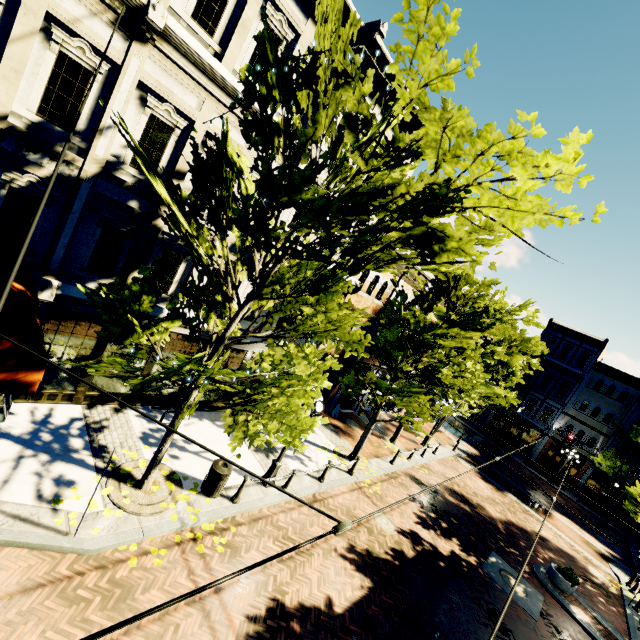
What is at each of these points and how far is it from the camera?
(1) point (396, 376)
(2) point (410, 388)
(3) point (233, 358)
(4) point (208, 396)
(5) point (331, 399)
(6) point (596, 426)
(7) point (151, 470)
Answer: (1) tree, 14.25m
(2) tree, 13.15m
(3) building, 12.55m
(4) building, 12.62m
(5) building, 18.88m
(6) building, 31.22m
(7) tree, 8.08m

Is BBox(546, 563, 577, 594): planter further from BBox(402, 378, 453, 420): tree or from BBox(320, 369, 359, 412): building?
BBox(320, 369, 359, 412): building

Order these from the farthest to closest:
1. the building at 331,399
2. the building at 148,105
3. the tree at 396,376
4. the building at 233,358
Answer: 1. the building at 331,399
2. the tree at 396,376
3. the building at 233,358
4. the building at 148,105

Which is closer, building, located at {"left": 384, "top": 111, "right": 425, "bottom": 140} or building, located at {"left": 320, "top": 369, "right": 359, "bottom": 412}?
building, located at {"left": 384, "top": 111, "right": 425, "bottom": 140}

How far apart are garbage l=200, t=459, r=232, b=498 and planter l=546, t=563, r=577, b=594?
14.6 meters

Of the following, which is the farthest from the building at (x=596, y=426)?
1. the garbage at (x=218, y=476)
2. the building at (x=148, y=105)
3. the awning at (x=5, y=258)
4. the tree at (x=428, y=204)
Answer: the awning at (x=5, y=258)

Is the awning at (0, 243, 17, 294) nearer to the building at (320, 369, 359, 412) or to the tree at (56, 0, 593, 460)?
the building at (320, 369, 359, 412)
